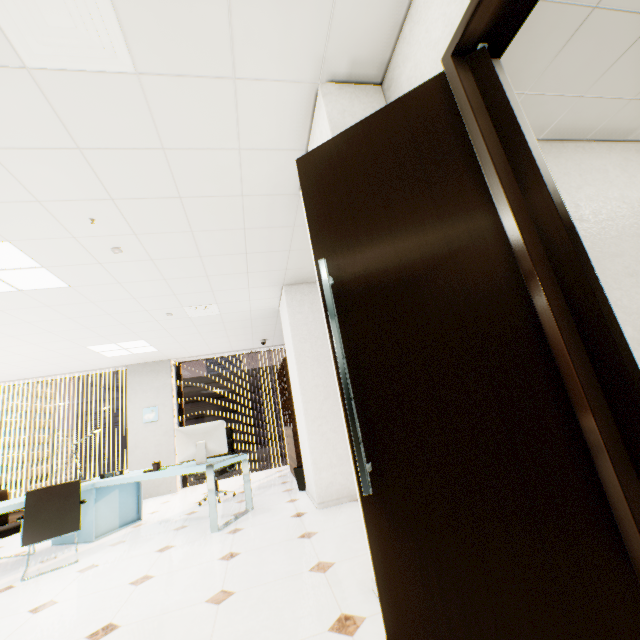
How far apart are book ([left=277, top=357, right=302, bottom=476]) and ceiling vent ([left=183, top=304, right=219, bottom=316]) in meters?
1.4

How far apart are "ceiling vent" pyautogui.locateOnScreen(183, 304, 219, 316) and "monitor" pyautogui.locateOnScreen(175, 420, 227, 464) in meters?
1.8

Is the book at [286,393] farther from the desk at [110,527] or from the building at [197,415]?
the building at [197,415]

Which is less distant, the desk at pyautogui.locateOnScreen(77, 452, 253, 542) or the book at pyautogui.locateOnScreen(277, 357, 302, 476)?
the desk at pyautogui.locateOnScreen(77, 452, 253, 542)

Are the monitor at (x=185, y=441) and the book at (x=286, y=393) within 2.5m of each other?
yes

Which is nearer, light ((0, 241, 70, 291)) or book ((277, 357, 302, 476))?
light ((0, 241, 70, 291))

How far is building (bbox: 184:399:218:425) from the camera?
59.0 meters

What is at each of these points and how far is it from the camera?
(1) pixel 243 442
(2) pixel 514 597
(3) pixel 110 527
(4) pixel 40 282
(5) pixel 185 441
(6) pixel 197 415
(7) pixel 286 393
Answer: (1) building, 59.6m
(2) door, 1.0m
(3) desk, 4.6m
(4) light, 3.5m
(5) monitor, 4.3m
(6) building, 59.5m
(7) book, 6.3m
